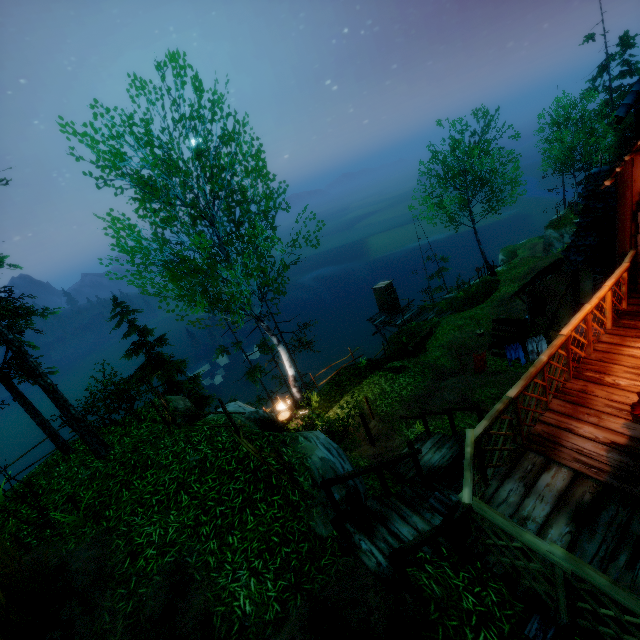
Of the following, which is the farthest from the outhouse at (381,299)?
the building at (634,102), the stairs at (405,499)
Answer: the stairs at (405,499)

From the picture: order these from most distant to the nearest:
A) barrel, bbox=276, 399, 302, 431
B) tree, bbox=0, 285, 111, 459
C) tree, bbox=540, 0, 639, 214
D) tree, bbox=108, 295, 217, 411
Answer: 1. tree, bbox=540, 0, 639, 214
2. tree, bbox=108, 295, 217, 411
3. barrel, bbox=276, 399, 302, 431
4. tree, bbox=0, 285, 111, 459

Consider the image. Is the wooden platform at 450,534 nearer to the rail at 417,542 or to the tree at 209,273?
the rail at 417,542

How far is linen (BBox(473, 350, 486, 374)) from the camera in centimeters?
1152cm

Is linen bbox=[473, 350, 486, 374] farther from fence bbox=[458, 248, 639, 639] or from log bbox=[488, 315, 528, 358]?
fence bbox=[458, 248, 639, 639]

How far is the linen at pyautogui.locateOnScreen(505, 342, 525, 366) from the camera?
11.4m

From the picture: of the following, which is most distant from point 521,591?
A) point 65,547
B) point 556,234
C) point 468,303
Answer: point 556,234

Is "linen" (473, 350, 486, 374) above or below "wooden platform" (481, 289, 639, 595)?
below
